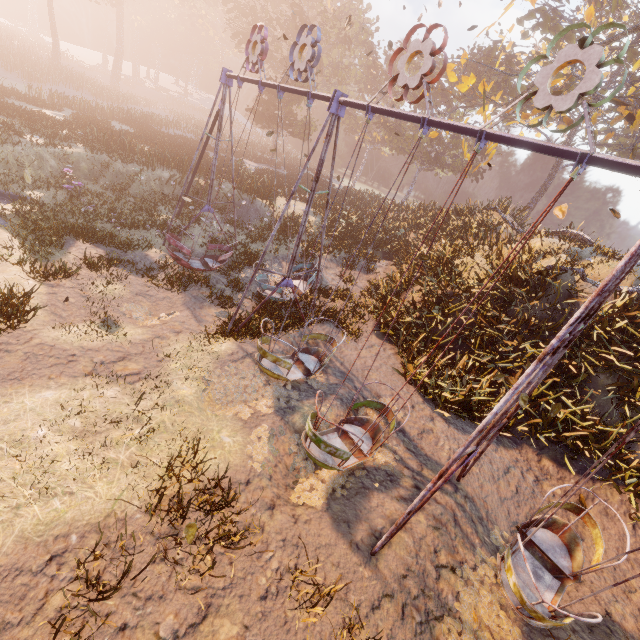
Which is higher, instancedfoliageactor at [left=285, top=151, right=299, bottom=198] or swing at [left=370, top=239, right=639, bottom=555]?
swing at [left=370, top=239, right=639, bottom=555]

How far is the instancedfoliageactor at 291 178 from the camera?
25.7m

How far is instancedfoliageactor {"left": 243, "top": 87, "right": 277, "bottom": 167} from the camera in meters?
31.3 m

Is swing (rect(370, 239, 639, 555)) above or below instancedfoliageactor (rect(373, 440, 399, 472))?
above

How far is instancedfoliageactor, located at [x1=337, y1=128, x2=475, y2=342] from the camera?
12.5 meters

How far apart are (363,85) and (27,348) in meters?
55.8 m

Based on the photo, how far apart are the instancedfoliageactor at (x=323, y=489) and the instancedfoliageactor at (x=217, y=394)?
0.4m

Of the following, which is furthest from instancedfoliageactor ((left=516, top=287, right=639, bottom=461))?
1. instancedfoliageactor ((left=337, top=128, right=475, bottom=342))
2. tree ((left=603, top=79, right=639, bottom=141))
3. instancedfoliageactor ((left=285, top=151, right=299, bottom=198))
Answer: instancedfoliageactor ((left=285, top=151, right=299, bottom=198))
